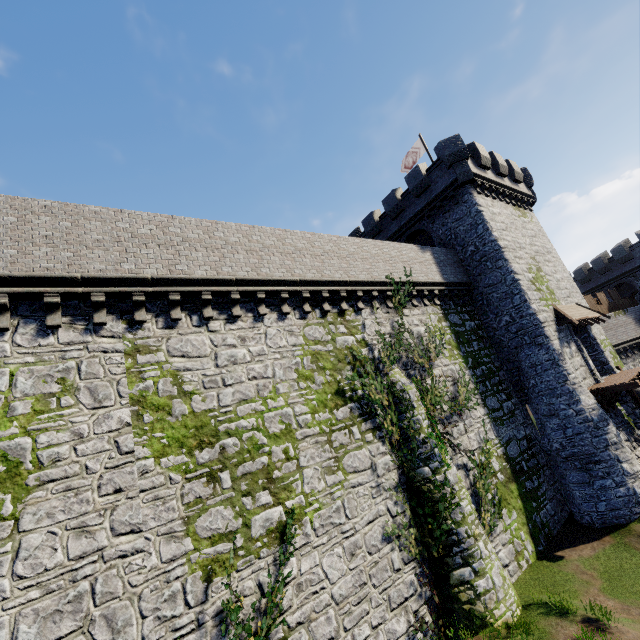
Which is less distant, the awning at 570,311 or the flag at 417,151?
the awning at 570,311

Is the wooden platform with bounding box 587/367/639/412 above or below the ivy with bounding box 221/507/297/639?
above

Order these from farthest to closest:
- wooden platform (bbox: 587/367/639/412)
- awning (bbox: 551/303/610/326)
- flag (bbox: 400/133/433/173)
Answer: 1. flag (bbox: 400/133/433/173)
2. awning (bbox: 551/303/610/326)
3. wooden platform (bbox: 587/367/639/412)

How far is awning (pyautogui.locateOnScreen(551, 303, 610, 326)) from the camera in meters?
18.6

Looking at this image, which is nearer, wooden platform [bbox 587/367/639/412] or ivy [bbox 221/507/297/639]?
ivy [bbox 221/507/297/639]

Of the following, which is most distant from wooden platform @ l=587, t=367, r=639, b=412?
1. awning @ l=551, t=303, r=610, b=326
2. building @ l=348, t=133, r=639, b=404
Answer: awning @ l=551, t=303, r=610, b=326

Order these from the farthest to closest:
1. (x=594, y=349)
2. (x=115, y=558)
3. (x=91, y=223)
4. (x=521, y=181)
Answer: (x=521, y=181) → (x=594, y=349) → (x=91, y=223) → (x=115, y=558)

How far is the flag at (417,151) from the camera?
24.95m
